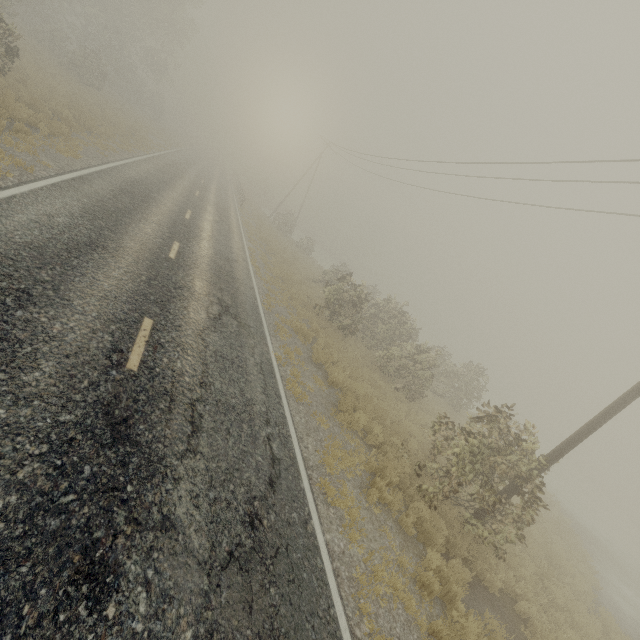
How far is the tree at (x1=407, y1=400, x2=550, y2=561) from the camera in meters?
8.1 m

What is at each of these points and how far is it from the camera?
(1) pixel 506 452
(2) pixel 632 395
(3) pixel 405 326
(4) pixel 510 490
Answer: (1) tree, 8.7m
(2) utility pole, 8.0m
(3) tree, 19.4m
(4) utility pole, 8.9m

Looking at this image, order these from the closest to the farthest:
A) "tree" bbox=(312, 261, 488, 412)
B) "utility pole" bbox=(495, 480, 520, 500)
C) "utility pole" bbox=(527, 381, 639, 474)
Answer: "utility pole" bbox=(527, 381, 639, 474) → "utility pole" bbox=(495, 480, 520, 500) → "tree" bbox=(312, 261, 488, 412)

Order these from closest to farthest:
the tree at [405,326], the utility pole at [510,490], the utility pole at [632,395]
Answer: the utility pole at [632,395]
the utility pole at [510,490]
the tree at [405,326]

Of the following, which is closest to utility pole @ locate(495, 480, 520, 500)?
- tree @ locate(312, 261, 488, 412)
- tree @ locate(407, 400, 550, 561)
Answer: tree @ locate(407, 400, 550, 561)

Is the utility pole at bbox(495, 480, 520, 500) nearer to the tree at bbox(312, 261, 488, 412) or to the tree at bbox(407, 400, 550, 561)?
the tree at bbox(407, 400, 550, 561)

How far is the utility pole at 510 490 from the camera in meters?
8.8
